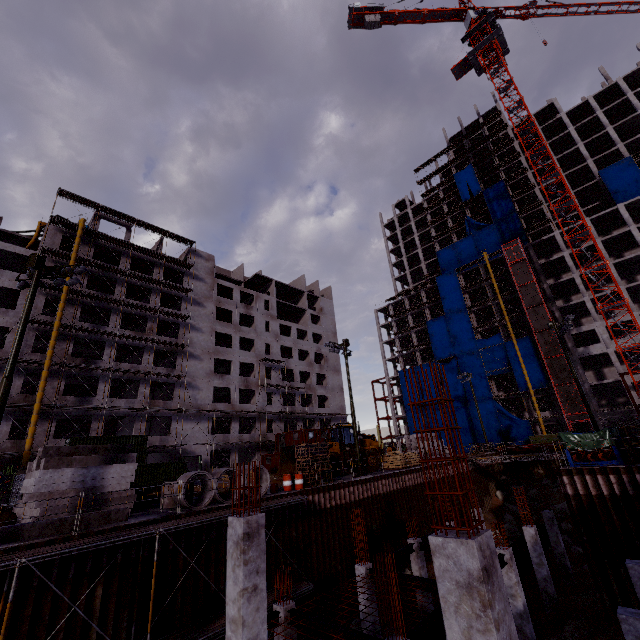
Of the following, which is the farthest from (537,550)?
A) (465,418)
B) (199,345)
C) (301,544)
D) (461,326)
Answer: (461,326)

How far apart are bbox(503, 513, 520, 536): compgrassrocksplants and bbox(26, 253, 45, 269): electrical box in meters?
42.1

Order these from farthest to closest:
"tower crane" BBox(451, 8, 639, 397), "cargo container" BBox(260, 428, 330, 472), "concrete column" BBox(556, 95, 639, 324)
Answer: "concrete column" BBox(556, 95, 639, 324) < "cargo container" BBox(260, 428, 330, 472) < "tower crane" BBox(451, 8, 639, 397)

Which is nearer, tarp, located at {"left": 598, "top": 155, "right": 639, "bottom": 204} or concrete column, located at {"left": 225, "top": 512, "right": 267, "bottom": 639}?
concrete column, located at {"left": 225, "top": 512, "right": 267, "bottom": 639}

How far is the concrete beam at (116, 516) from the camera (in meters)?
13.17

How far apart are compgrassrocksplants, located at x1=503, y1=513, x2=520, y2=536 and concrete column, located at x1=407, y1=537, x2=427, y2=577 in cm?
1861

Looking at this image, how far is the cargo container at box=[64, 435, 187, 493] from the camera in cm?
2808

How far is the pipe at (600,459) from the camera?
17.0m
